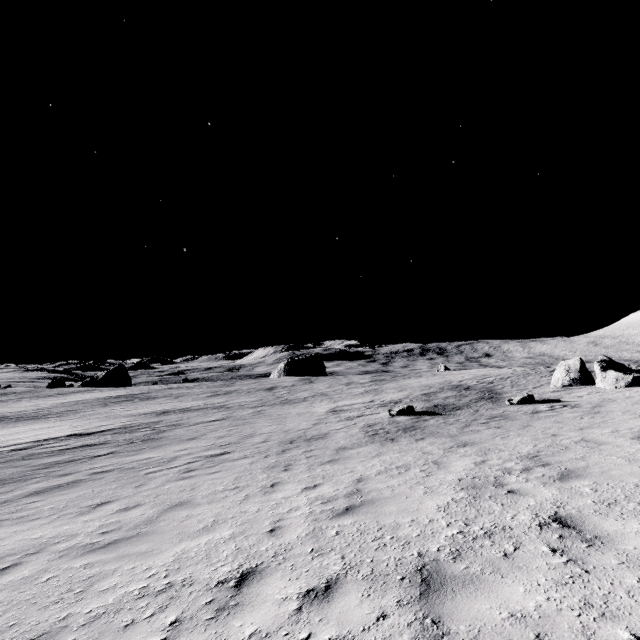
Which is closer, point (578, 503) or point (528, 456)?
point (578, 503)
